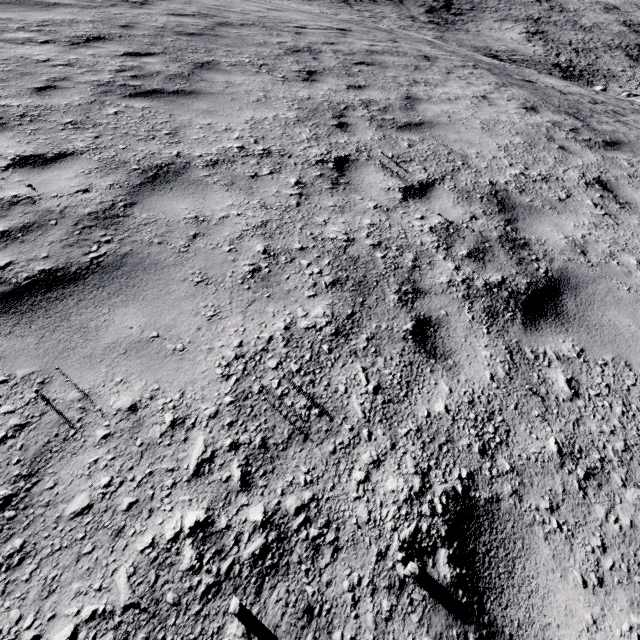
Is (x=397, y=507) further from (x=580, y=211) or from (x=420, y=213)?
(x=580, y=211)
